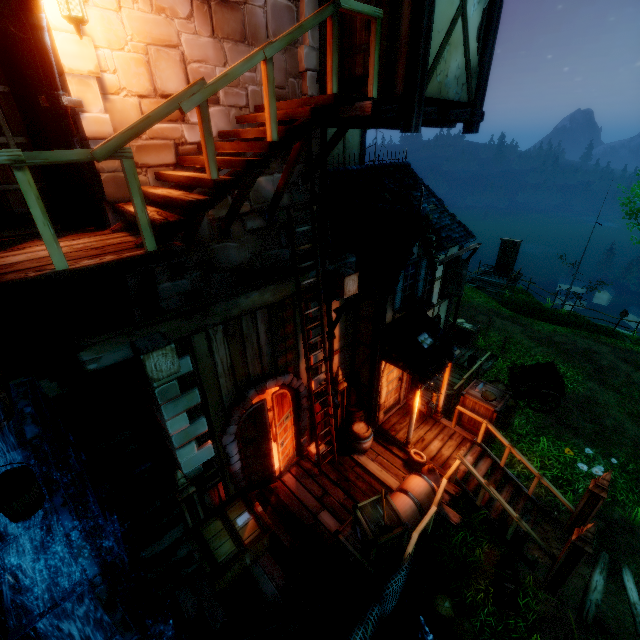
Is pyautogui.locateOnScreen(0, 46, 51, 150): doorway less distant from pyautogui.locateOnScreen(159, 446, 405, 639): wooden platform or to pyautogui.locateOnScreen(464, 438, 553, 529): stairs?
pyautogui.locateOnScreen(159, 446, 405, 639): wooden platform

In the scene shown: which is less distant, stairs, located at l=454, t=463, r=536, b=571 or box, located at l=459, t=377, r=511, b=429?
stairs, located at l=454, t=463, r=536, b=571

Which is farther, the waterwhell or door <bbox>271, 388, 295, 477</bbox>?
door <bbox>271, 388, 295, 477</bbox>

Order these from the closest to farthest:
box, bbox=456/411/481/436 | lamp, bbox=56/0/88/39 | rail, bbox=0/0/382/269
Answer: rail, bbox=0/0/382/269 < lamp, bbox=56/0/88/39 < box, bbox=456/411/481/436

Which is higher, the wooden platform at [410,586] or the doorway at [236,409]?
the doorway at [236,409]

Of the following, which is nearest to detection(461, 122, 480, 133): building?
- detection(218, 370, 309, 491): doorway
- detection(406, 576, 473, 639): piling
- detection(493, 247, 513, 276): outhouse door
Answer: detection(218, 370, 309, 491): doorway

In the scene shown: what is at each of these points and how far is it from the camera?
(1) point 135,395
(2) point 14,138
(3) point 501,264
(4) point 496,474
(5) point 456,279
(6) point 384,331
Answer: (1) drain pipe, 5.5m
(2) door, 4.3m
(3) outhouse door, 23.8m
(4) stairs, 9.1m
(5) window shutters, 11.9m
(6) building, 8.4m

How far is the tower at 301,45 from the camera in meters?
5.2
